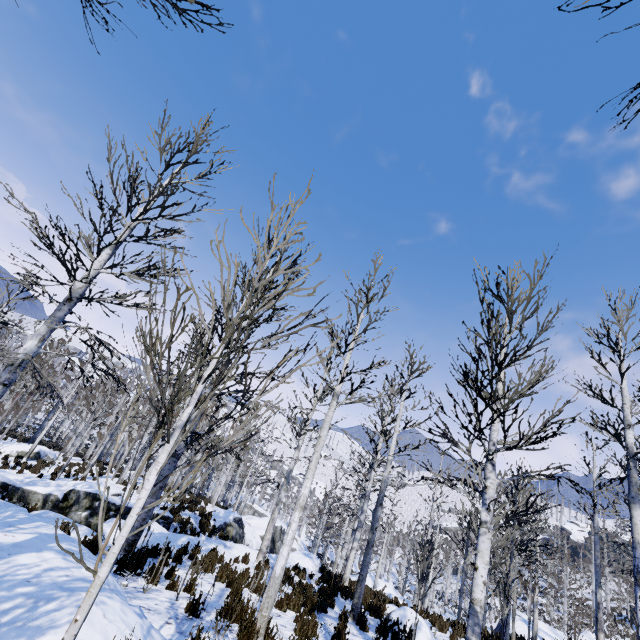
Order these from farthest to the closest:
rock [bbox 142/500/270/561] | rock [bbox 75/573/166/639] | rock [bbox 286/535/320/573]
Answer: rock [bbox 286/535/320/573], rock [bbox 142/500/270/561], rock [bbox 75/573/166/639]

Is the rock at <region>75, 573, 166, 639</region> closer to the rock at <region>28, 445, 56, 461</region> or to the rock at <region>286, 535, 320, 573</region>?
the rock at <region>286, 535, 320, 573</region>

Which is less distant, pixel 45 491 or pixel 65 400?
pixel 45 491

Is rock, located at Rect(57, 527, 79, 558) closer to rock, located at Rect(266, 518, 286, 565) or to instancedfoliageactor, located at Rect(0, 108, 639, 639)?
instancedfoliageactor, located at Rect(0, 108, 639, 639)

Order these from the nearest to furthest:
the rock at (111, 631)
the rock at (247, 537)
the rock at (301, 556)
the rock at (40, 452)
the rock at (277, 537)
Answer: the rock at (111, 631), the rock at (247, 537), the rock at (277, 537), the rock at (301, 556), the rock at (40, 452)

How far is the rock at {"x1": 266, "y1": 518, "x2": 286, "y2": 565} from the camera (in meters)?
15.00

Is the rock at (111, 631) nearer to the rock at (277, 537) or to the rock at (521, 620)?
the rock at (277, 537)

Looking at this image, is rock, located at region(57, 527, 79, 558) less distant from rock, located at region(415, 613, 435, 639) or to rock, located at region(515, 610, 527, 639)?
rock, located at region(415, 613, 435, 639)
